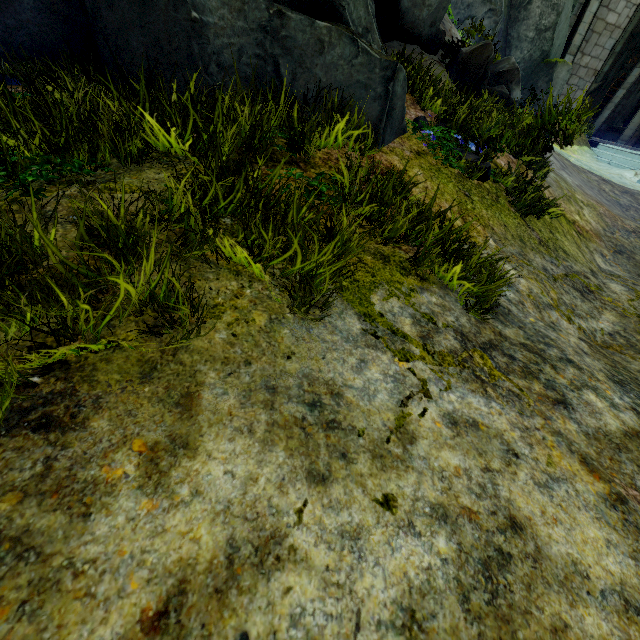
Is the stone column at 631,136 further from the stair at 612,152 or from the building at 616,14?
the stair at 612,152

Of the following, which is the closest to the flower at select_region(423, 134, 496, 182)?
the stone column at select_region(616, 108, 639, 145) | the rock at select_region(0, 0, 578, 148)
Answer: the rock at select_region(0, 0, 578, 148)

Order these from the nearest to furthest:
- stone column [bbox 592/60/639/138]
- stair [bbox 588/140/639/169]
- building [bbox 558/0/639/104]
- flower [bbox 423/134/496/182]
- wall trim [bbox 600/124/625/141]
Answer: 1. flower [bbox 423/134/496/182]
2. stair [bbox 588/140/639/169]
3. building [bbox 558/0/639/104]
4. stone column [bbox 592/60/639/138]
5. wall trim [bbox 600/124/625/141]

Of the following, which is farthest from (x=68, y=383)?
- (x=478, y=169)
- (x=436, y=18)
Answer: (x=436, y=18)

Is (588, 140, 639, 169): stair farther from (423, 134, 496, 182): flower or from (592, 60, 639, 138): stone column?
(423, 134, 496, 182): flower

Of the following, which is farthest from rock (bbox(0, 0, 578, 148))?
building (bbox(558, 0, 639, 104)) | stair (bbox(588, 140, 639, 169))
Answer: stair (bbox(588, 140, 639, 169))

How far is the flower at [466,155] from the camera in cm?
373

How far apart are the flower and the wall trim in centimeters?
2343cm
